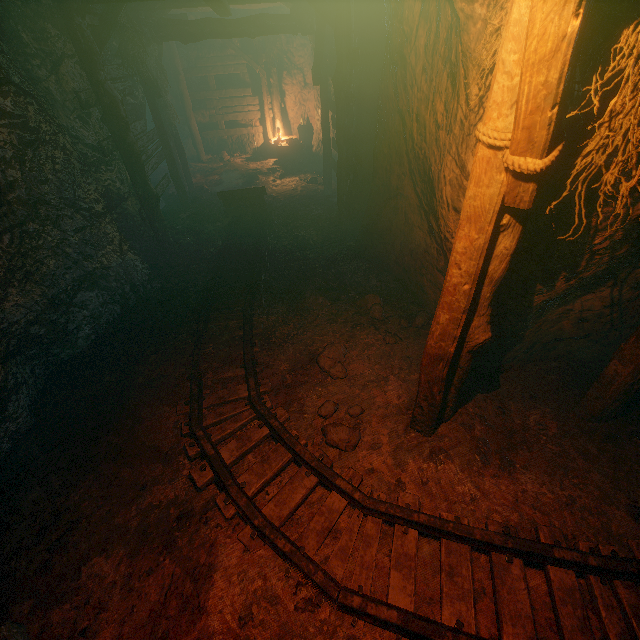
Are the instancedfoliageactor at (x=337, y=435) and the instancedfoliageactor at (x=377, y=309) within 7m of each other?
yes

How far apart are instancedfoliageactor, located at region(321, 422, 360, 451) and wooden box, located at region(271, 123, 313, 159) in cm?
1144

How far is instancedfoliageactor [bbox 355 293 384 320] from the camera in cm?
494

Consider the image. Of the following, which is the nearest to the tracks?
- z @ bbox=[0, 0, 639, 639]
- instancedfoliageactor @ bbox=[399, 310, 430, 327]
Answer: z @ bbox=[0, 0, 639, 639]

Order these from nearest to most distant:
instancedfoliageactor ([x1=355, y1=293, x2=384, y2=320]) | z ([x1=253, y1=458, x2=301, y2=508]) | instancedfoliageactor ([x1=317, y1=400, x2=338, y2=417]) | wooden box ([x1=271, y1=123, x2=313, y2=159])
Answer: z ([x1=253, y1=458, x2=301, y2=508]), instancedfoliageactor ([x1=317, y1=400, x2=338, y2=417]), instancedfoliageactor ([x1=355, y1=293, x2=384, y2=320]), wooden box ([x1=271, y1=123, x2=313, y2=159])

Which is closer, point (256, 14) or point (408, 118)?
point (408, 118)

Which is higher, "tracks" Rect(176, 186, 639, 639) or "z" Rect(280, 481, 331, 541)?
"tracks" Rect(176, 186, 639, 639)

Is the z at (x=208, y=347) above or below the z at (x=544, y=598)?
above
